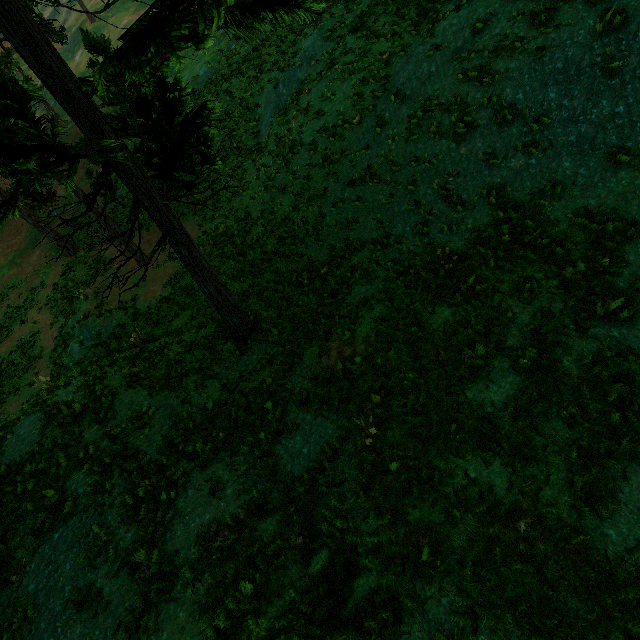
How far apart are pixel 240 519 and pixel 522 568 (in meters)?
5.41
